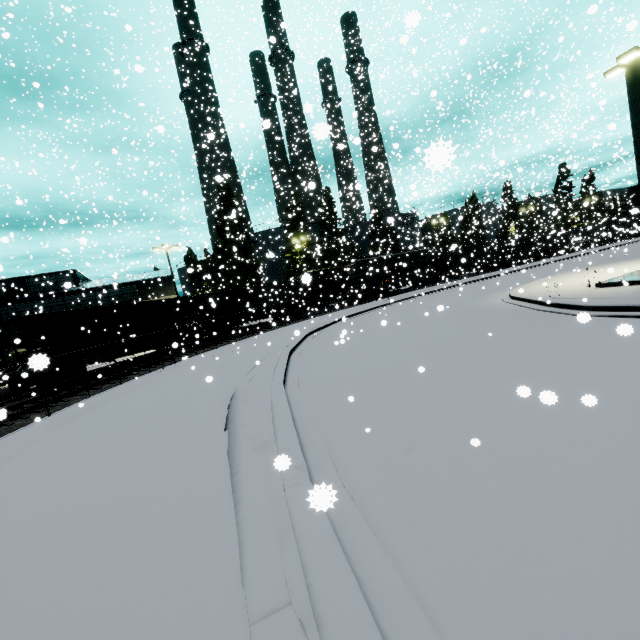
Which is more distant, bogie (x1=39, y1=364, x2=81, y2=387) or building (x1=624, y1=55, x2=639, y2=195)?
bogie (x1=39, y1=364, x2=81, y2=387)

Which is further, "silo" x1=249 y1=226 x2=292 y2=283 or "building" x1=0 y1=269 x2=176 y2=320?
"silo" x1=249 y1=226 x2=292 y2=283

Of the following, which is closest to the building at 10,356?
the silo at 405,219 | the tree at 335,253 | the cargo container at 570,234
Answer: the silo at 405,219

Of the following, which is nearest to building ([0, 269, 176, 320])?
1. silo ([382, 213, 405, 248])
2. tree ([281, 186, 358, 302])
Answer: silo ([382, 213, 405, 248])

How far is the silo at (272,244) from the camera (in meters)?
49.03

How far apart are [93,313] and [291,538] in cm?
2272

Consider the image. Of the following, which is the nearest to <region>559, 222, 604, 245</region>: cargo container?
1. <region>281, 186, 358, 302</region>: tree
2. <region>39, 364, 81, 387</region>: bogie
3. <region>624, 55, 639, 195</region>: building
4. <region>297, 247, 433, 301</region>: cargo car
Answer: <region>281, 186, 358, 302</region>: tree

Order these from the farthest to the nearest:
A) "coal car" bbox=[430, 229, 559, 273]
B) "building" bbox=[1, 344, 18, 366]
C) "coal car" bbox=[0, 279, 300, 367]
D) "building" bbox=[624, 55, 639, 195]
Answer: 1. "coal car" bbox=[430, 229, 559, 273]
2. "building" bbox=[1, 344, 18, 366]
3. "coal car" bbox=[0, 279, 300, 367]
4. "building" bbox=[624, 55, 639, 195]
